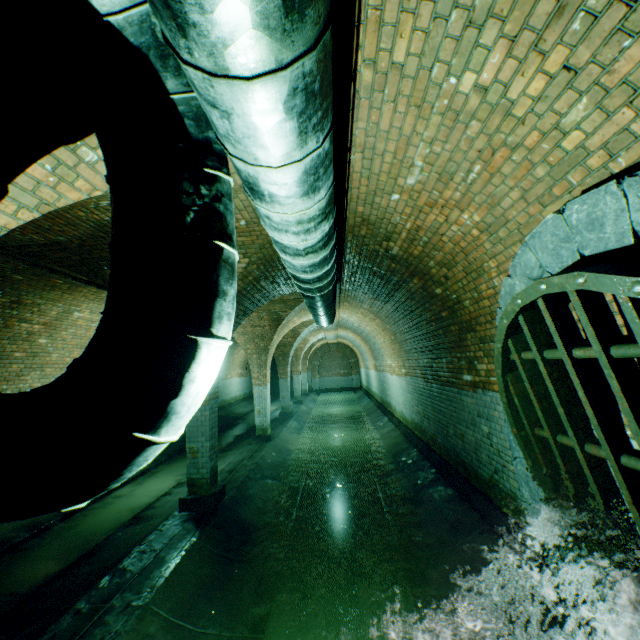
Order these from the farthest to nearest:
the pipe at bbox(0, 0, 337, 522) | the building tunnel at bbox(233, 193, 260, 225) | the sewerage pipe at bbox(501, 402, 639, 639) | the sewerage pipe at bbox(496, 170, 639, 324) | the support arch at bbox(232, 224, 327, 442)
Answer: the support arch at bbox(232, 224, 327, 442) < the building tunnel at bbox(233, 193, 260, 225) < the sewerage pipe at bbox(501, 402, 639, 639) < the sewerage pipe at bbox(496, 170, 639, 324) < the pipe at bbox(0, 0, 337, 522)

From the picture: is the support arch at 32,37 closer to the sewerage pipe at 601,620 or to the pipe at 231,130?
the pipe at 231,130

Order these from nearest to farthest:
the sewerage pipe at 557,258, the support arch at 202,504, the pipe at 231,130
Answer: the pipe at 231,130 < the sewerage pipe at 557,258 < the support arch at 202,504

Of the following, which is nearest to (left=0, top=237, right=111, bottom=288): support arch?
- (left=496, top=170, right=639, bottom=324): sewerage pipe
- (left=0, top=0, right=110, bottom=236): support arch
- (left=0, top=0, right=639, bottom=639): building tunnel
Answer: (left=0, top=0, right=639, bottom=639): building tunnel

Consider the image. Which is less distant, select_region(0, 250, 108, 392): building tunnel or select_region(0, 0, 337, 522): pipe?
select_region(0, 0, 337, 522): pipe

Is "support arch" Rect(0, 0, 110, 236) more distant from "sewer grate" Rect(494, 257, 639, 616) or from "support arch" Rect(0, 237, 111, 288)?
"sewer grate" Rect(494, 257, 639, 616)

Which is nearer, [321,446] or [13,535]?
[13,535]

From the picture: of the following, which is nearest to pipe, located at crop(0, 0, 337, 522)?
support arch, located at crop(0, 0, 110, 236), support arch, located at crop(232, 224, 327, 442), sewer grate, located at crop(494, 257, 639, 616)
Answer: support arch, located at crop(0, 0, 110, 236)
